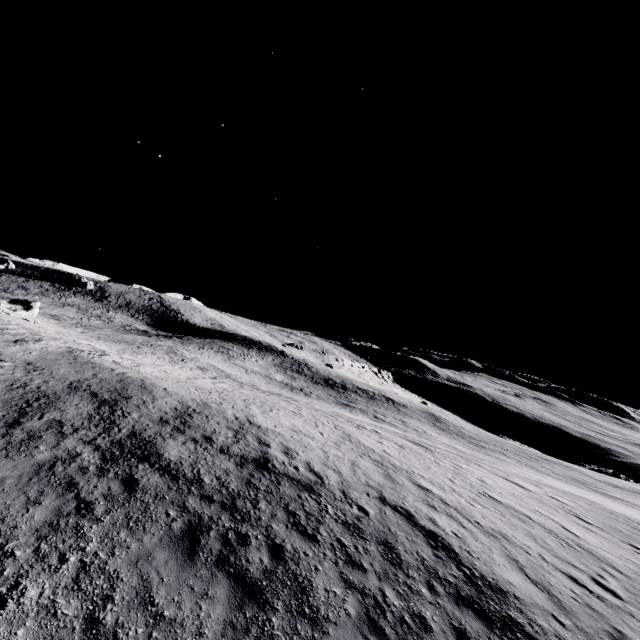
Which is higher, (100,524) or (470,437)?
(100,524)
